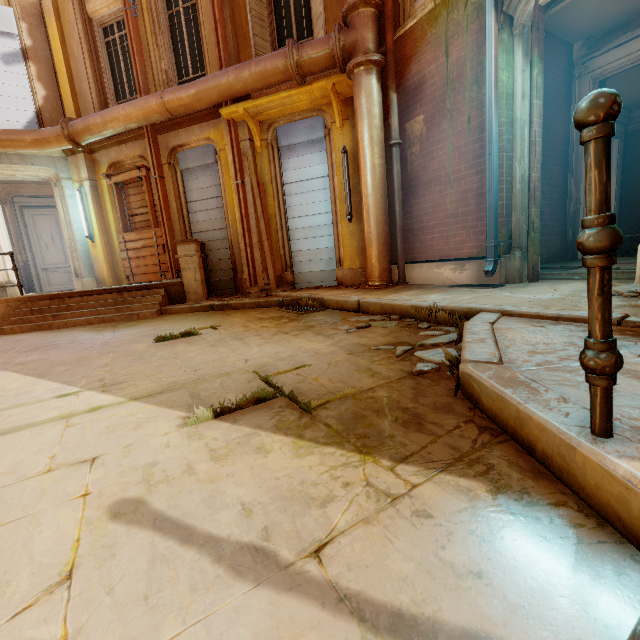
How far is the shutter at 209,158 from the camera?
8.5m

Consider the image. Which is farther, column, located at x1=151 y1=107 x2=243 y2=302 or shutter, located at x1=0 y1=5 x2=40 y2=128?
shutter, located at x1=0 y1=5 x2=40 y2=128

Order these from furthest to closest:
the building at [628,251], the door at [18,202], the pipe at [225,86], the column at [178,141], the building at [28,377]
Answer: the door at [18,202]
the building at [628,251]
the column at [178,141]
the pipe at [225,86]
the building at [28,377]

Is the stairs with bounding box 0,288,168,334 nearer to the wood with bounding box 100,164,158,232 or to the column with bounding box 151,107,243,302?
the column with bounding box 151,107,243,302

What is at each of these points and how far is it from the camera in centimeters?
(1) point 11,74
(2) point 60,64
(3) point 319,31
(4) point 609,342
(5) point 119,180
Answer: (1) shutter, 866cm
(2) column, 895cm
(3) shutter, 691cm
(4) fence, 95cm
(5) wood, 917cm

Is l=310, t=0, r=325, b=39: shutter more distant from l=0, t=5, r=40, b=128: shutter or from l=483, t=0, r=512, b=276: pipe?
l=0, t=5, r=40, b=128: shutter

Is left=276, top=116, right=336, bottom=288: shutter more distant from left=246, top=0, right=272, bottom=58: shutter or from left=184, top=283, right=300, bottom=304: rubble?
left=246, top=0, right=272, bottom=58: shutter

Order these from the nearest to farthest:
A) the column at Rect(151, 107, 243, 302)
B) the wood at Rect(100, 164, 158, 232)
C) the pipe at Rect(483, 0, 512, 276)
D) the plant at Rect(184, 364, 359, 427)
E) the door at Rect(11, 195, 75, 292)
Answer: the plant at Rect(184, 364, 359, 427) < the pipe at Rect(483, 0, 512, 276) < the column at Rect(151, 107, 243, 302) < the wood at Rect(100, 164, 158, 232) < the door at Rect(11, 195, 75, 292)
